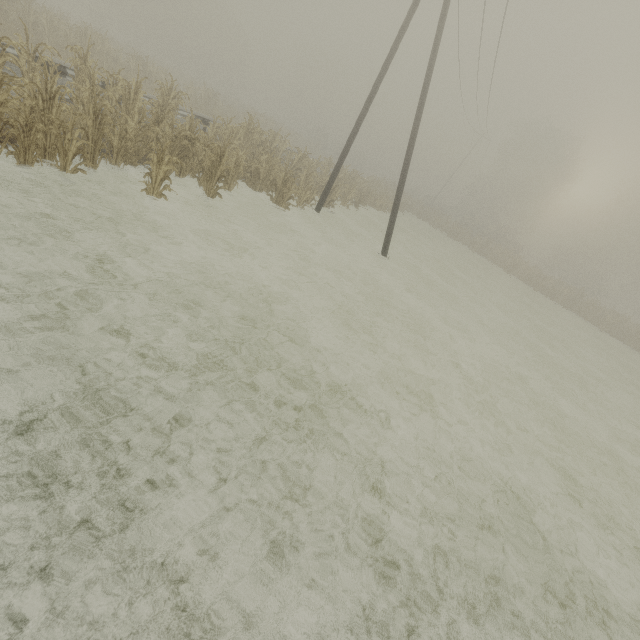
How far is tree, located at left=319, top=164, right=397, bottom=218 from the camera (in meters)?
17.14

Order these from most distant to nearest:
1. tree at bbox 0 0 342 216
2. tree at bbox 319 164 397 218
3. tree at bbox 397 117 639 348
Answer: tree at bbox 397 117 639 348
tree at bbox 319 164 397 218
tree at bbox 0 0 342 216

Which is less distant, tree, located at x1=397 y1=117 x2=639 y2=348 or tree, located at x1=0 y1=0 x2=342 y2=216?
tree, located at x1=0 y1=0 x2=342 y2=216

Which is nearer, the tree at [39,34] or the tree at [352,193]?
the tree at [39,34]

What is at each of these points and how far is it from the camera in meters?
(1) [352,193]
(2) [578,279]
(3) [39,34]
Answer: (1) tree, 19.2
(2) tree, 41.3
(3) tree, 16.4

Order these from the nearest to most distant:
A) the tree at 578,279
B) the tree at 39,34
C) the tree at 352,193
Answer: the tree at 39,34
the tree at 352,193
the tree at 578,279
